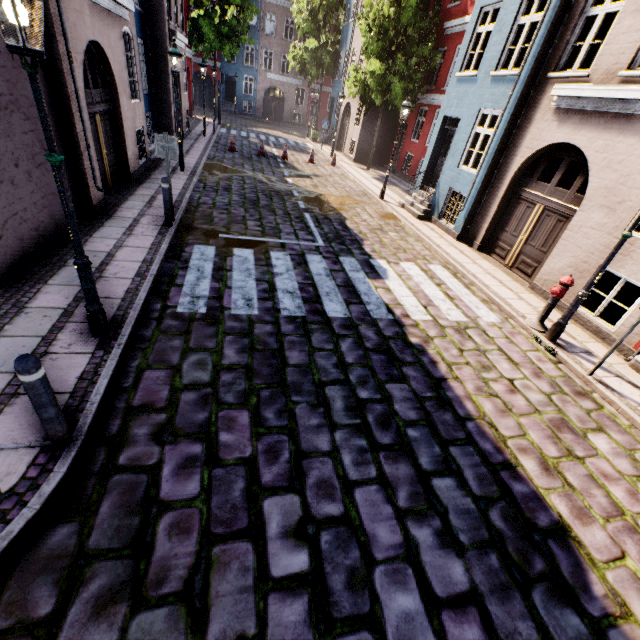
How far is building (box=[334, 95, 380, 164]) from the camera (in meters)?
21.00

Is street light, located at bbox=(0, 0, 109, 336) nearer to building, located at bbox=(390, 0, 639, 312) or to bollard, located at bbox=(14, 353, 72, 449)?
bollard, located at bbox=(14, 353, 72, 449)

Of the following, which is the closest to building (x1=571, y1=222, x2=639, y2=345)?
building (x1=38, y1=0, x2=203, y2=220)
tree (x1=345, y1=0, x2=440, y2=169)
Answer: tree (x1=345, y1=0, x2=440, y2=169)

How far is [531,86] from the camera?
8.8m

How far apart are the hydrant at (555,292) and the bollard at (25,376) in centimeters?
791cm

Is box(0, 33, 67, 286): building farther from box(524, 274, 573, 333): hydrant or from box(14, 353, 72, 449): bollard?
box(524, 274, 573, 333): hydrant

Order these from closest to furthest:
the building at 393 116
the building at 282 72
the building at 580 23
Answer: the building at 580 23
the building at 393 116
the building at 282 72

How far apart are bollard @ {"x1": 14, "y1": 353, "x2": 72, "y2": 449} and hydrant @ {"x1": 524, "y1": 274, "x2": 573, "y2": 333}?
7.9 meters
